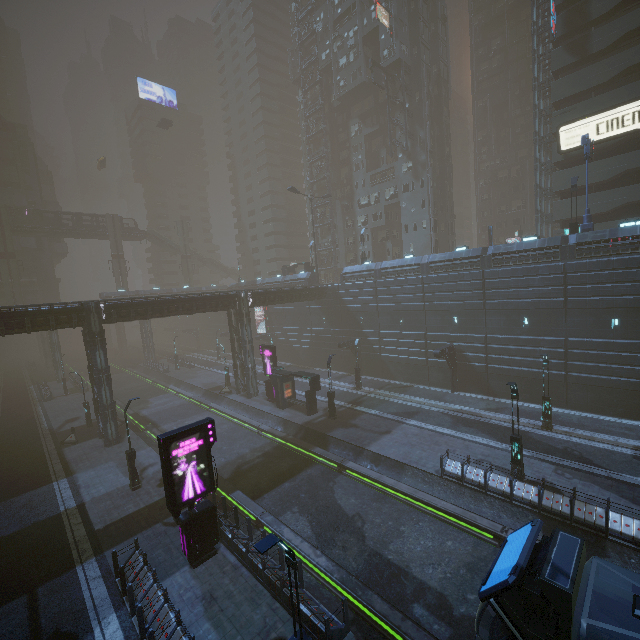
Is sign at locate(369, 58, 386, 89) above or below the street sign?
above

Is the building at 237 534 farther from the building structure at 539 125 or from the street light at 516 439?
the street light at 516 439

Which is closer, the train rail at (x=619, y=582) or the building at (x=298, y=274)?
the train rail at (x=619, y=582)

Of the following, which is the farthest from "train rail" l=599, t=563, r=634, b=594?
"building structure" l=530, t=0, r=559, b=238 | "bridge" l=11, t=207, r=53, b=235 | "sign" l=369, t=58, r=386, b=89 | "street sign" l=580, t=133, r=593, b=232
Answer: "sign" l=369, t=58, r=386, b=89

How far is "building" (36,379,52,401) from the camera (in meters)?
41.56

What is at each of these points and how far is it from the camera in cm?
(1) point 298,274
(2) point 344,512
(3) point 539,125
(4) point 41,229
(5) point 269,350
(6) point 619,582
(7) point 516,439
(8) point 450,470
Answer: (1) building, 4875
(2) train rail, 1800
(3) building structure, 3959
(4) bridge, 5909
(5) sign, 3338
(6) train rail, 1198
(7) street light, 1758
(8) building, 1866

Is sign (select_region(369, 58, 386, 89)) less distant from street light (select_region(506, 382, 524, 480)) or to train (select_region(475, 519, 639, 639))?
street light (select_region(506, 382, 524, 480))

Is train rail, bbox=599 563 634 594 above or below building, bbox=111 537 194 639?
below
